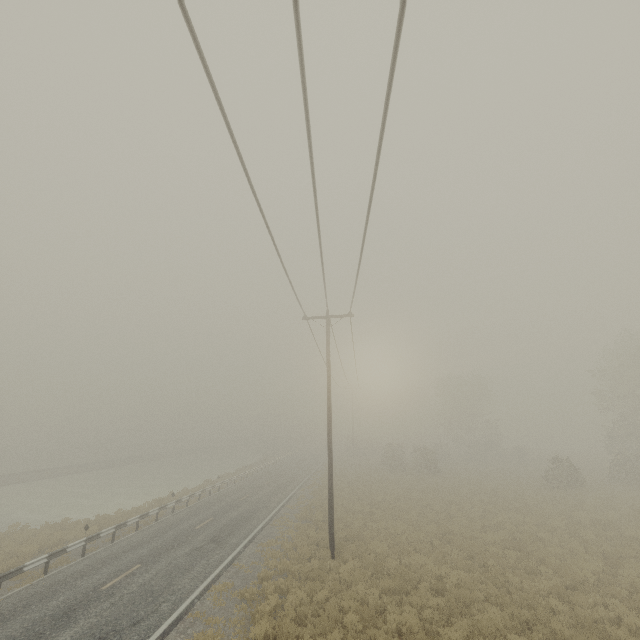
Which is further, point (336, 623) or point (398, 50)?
point (336, 623)
